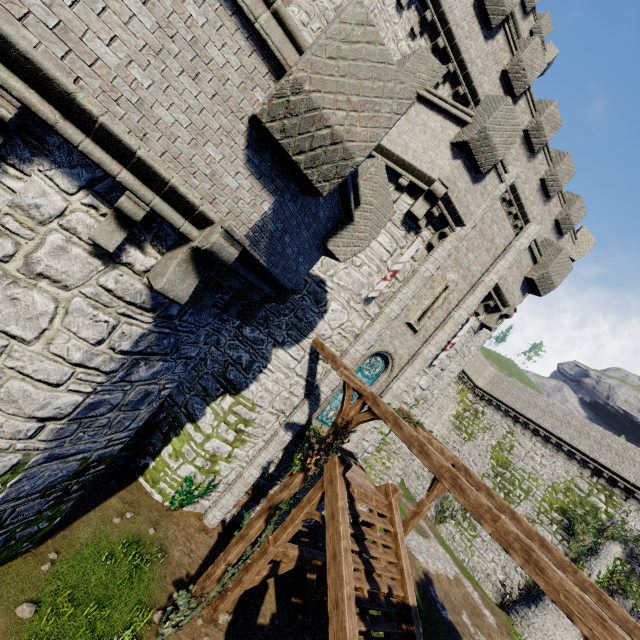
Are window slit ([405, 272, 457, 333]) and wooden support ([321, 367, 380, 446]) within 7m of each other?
yes

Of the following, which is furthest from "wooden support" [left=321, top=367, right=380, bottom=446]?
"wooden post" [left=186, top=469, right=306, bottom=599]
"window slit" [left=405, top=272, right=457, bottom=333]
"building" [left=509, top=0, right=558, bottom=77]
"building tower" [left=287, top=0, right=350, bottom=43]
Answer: "building" [left=509, top=0, right=558, bottom=77]

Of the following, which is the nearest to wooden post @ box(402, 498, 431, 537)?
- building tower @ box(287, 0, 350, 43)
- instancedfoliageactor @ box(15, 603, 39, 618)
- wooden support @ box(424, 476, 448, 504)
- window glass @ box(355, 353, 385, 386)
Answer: wooden support @ box(424, 476, 448, 504)

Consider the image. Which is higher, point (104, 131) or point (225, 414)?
point (104, 131)

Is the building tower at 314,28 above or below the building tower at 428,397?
above

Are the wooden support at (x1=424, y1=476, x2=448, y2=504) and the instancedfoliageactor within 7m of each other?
no

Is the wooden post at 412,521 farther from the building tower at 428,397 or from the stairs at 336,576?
the building tower at 428,397

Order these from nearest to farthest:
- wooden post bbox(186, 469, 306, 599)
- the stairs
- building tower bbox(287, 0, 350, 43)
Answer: the stairs
wooden post bbox(186, 469, 306, 599)
building tower bbox(287, 0, 350, 43)
